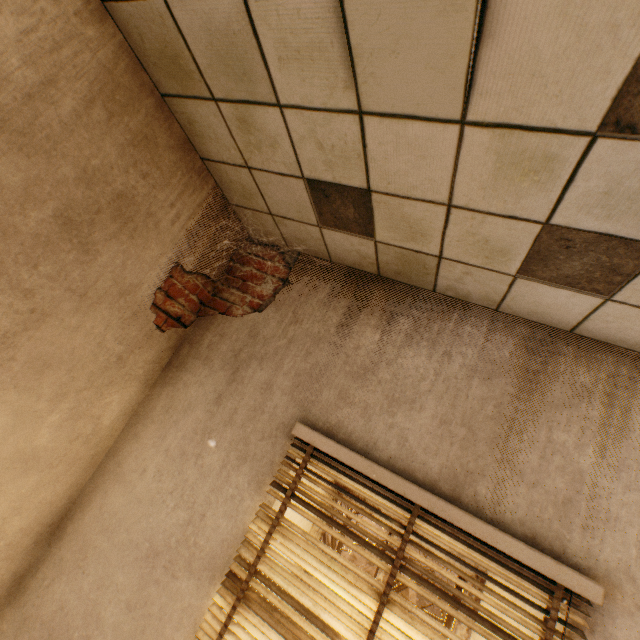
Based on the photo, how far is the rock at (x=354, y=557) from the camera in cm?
2525

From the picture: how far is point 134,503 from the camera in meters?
1.7 m

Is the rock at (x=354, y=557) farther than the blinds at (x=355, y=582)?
Yes

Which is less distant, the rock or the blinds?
the blinds

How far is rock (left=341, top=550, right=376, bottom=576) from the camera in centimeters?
2525cm

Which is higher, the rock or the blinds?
the blinds
